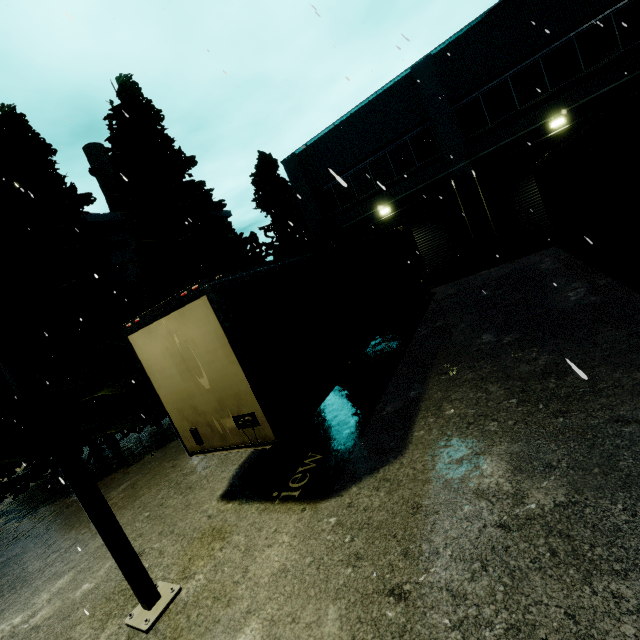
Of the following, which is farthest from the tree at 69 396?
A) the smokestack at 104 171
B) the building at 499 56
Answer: the smokestack at 104 171

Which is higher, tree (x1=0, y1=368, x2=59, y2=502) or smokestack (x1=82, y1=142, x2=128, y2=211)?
smokestack (x1=82, y1=142, x2=128, y2=211)

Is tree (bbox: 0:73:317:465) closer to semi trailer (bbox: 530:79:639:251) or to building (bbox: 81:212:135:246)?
building (bbox: 81:212:135:246)

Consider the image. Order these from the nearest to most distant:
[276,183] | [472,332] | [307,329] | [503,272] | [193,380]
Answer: [193,380] < [307,329] < [472,332] < [503,272] < [276,183]

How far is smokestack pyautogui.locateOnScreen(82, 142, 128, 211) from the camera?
37.5m

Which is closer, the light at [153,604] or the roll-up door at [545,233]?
the light at [153,604]

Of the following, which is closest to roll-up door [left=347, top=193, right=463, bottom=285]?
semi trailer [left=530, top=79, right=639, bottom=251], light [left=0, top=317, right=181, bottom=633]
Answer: semi trailer [left=530, top=79, right=639, bottom=251]

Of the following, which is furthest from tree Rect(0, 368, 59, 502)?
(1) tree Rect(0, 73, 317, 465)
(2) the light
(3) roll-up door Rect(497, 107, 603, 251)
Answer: (3) roll-up door Rect(497, 107, 603, 251)
